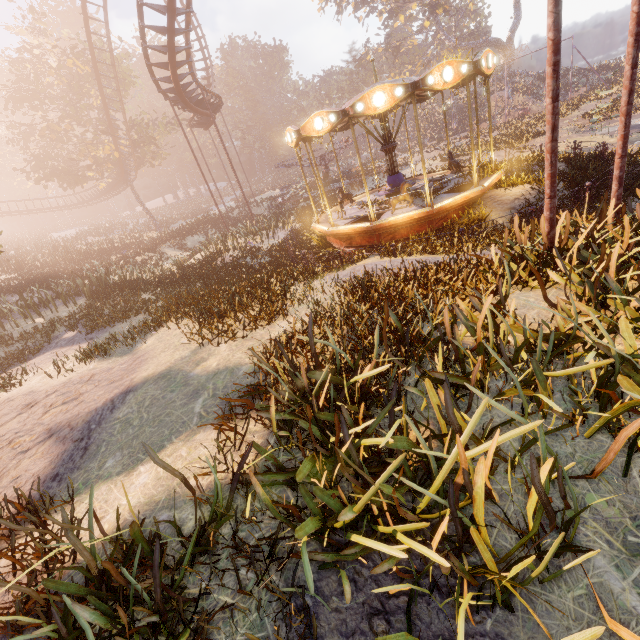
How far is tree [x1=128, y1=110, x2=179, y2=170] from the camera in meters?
32.7

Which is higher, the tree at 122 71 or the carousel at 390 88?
the tree at 122 71

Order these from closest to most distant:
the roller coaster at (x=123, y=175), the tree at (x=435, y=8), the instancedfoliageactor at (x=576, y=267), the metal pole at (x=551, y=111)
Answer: the instancedfoliageactor at (x=576, y=267)
the metal pole at (x=551, y=111)
the roller coaster at (x=123, y=175)
the tree at (x=435, y=8)

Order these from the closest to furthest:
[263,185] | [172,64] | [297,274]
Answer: [297,274] < [172,64] < [263,185]

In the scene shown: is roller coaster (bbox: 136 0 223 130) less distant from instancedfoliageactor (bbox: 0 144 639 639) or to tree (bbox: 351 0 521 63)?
instancedfoliageactor (bbox: 0 144 639 639)

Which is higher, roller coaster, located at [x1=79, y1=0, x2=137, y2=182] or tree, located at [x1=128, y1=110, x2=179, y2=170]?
tree, located at [x1=128, y1=110, x2=179, y2=170]

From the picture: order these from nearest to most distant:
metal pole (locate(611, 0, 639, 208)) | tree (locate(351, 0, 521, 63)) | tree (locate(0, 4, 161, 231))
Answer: metal pole (locate(611, 0, 639, 208))
tree (locate(0, 4, 161, 231))
tree (locate(351, 0, 521, 63))
